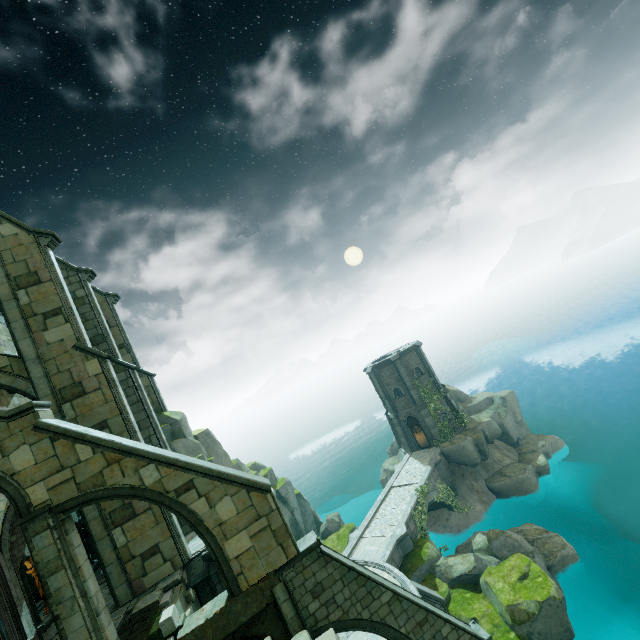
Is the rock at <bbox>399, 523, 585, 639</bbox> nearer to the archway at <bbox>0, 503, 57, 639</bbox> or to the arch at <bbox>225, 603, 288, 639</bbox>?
the archway at <bbox>0, 503, 57, 639</bbox>

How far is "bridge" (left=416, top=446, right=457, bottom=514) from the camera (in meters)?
26.38

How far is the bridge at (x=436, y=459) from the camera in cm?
2638

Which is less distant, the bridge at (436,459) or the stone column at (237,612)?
the stone column at (237,612)

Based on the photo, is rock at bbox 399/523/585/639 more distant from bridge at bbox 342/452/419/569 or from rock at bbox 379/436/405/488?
rock at bbox 379/436/405/488

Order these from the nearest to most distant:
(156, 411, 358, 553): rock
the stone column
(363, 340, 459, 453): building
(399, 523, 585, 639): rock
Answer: the stone column < (399, 523, 585, 639): rock < (156, 411, 358, 553): rock < (363, 340, 459, 453): building

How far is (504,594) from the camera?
16.5m

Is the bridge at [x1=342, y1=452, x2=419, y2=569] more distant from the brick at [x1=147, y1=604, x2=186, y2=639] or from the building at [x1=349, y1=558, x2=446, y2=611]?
the brick at [x1=147, y1=604, x2=186, y2=639]
